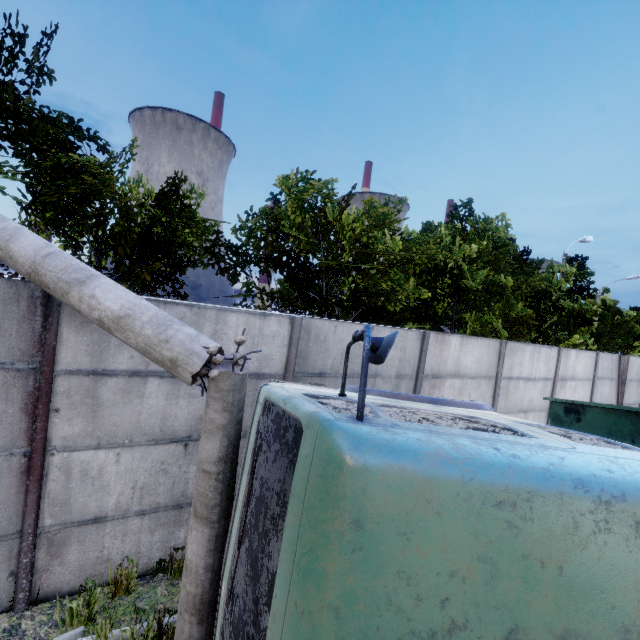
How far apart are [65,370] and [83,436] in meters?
0.8 m

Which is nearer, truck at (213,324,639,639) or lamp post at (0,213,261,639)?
truck at (213,324,639,639)

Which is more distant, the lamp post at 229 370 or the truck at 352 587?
the lamp post at 229 370
